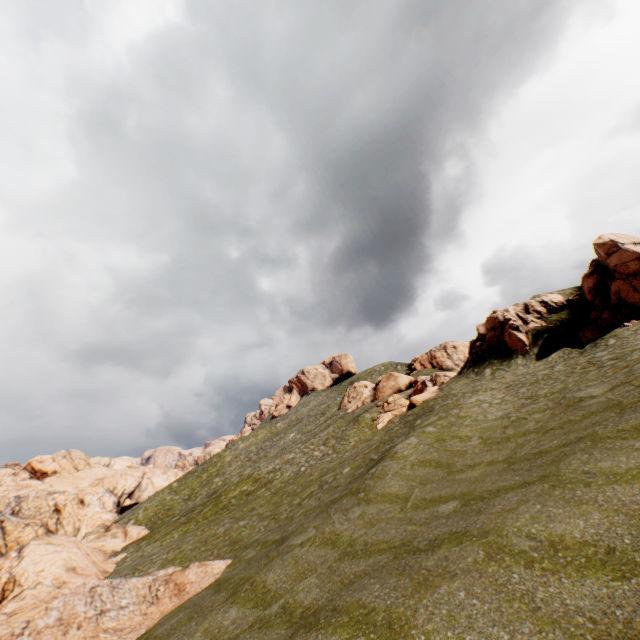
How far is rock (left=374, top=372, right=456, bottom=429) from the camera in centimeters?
3359cm

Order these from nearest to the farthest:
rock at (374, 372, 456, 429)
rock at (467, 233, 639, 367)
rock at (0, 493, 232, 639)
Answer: rock at (0, 493, 232, 639) < rock at (467, 233, 639, 367) < rock at (374, 372, 456, 429)

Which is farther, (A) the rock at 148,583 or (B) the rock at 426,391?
(B) the rock at 426,391

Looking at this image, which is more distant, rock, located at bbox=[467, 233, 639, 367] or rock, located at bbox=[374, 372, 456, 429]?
rock, located at bbox=[374, 372, 456, 429]

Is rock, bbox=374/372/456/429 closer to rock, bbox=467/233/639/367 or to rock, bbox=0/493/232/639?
rock, bbox=467/233/639/367

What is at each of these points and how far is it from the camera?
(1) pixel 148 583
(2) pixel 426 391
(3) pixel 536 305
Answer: (1) rock, 15.54m
(2) rock, 36.09m
(3) rock, 32.81m

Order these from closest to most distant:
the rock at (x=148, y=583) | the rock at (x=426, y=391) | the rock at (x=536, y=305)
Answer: the rock at (x=148, y=583) → the rock at (x=536, y=305) → the rock at (x=426, y=391)
